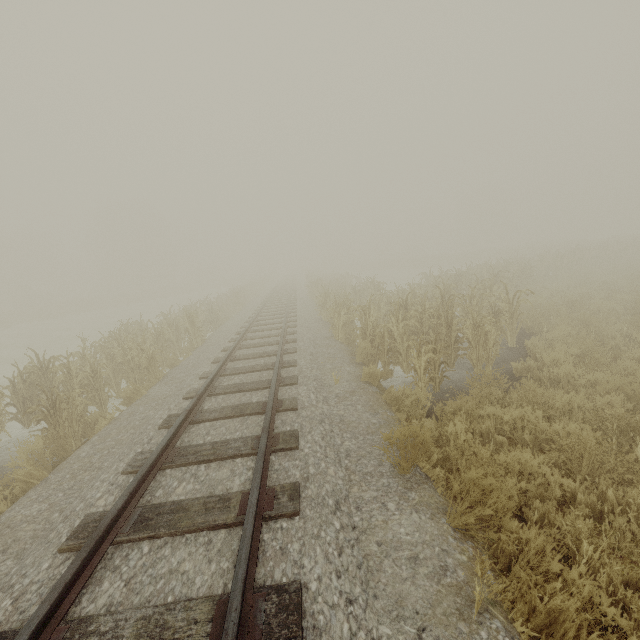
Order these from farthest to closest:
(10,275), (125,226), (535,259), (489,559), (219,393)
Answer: (125,226) < (10,275) < (535,259) < (219,393) < (489,559)
